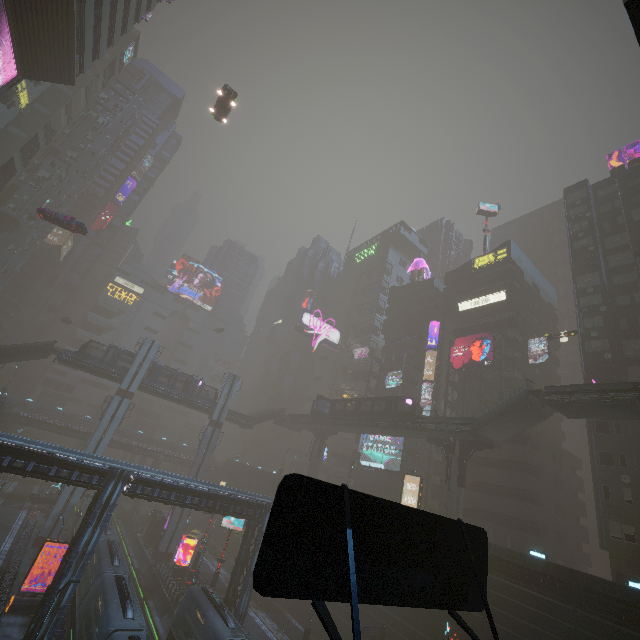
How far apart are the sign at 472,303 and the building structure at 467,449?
22.7m

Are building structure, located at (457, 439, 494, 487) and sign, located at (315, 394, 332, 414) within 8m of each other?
no

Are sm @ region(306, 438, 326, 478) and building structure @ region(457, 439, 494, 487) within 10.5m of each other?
no

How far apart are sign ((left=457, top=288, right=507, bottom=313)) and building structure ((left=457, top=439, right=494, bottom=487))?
22.7m

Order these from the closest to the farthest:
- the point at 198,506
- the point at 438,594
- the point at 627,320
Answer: the point at 438,594 < the point at 198,506 < the point at 627,320

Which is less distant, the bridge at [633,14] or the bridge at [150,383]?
the bridge at [633,14]

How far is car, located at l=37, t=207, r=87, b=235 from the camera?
33.6m

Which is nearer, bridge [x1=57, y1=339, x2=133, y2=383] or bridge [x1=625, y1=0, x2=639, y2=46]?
bridge [x1=625, y1=0, x2=639, y2=46]
